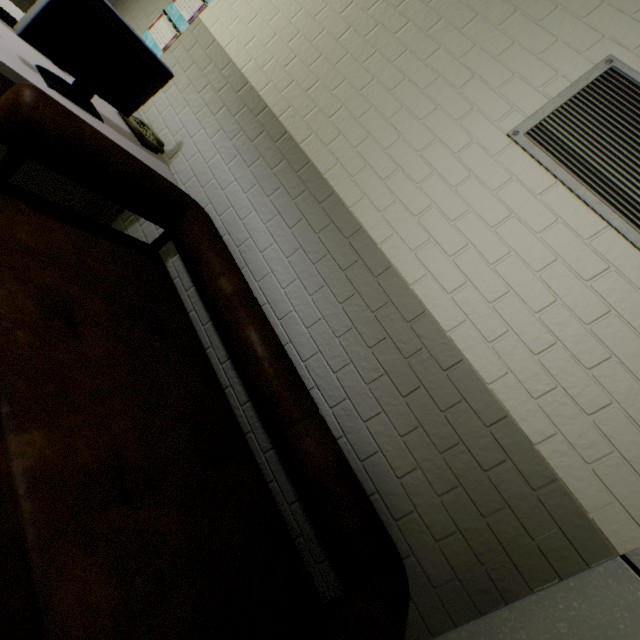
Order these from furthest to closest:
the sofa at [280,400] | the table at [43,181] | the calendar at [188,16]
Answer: the calendar at [188,16] → the table at [43,181] → the sofa at [280,400]

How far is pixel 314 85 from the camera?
1.8m

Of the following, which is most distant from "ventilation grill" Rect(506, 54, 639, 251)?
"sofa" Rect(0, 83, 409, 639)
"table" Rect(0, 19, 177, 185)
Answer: "table" Rect(0, 19, 177, 185)

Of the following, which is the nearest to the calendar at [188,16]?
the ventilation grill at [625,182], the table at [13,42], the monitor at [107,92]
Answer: the table at [13,42]

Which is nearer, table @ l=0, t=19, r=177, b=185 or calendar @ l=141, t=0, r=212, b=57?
table @ l=0, t=19, r=177, b=185

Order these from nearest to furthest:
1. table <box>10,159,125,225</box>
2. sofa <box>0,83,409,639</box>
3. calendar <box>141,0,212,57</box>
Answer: sofa <box>0,83,409,639</box>
table <box>10,159,125,225</box>
calendar <box>141,0,212,57</box>

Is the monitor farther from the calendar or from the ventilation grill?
the ventilation grill

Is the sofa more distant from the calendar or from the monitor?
the calendar
